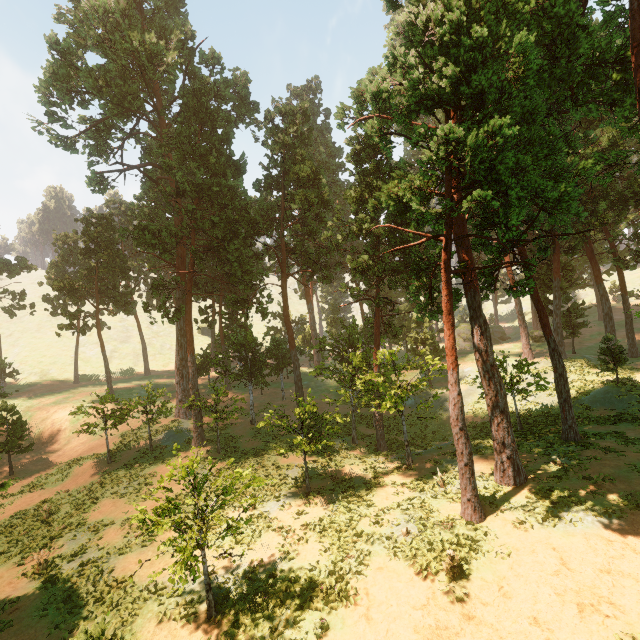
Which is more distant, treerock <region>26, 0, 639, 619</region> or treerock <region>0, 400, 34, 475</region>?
treerock <region>0, 400, 34, 475</region>

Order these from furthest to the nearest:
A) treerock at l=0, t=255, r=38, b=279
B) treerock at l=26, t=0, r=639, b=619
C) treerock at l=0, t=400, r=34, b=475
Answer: treerock at l=0, t=255, r=38, b=279, treerock at l=0, t=400, r=34, b=475, treerock at l=26, t=0, r=639, b=619

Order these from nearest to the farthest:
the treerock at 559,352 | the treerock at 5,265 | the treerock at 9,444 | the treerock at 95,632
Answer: the treerock at 95,632 < the treerock at 559,352 < the treerock at 9,444 < the treerock at 5,265

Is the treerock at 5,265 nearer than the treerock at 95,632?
No

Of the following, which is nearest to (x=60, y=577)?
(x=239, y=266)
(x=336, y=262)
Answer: (x=239, y=266)
